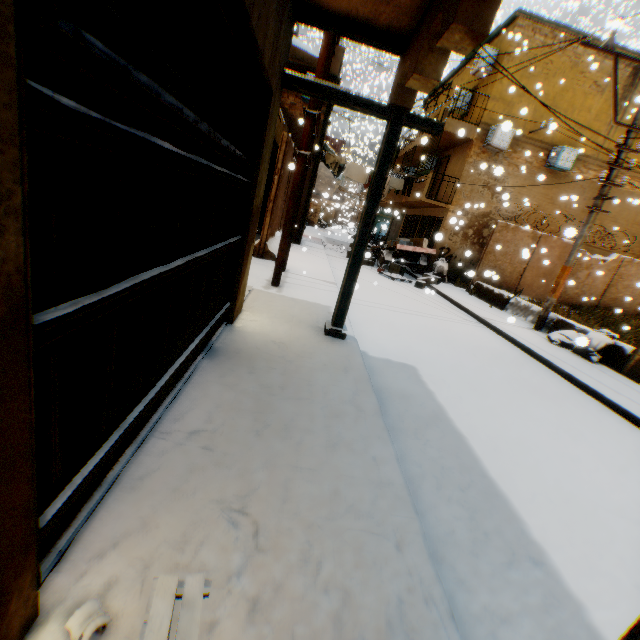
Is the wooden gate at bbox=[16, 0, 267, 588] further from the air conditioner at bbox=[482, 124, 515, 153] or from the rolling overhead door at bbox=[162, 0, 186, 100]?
the air conditioner at bbox=[482, 124, 515, 153]

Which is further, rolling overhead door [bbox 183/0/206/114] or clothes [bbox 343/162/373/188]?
clothes [bbox 343/162/373/188]

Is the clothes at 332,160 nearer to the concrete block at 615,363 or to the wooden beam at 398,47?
the wooden beam at 398,47

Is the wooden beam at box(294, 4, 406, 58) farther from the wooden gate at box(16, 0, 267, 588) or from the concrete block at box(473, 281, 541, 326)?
the concrete block at box(473, 281, 541, 326)

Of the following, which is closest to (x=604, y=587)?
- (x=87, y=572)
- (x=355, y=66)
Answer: (x=87, y=572)

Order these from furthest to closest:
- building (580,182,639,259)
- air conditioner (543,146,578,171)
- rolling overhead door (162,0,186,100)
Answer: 1. building (580,182,639,259)
2. air conditioner (543,146,578,171)
3. rolling overhead door (162,0,186,100)

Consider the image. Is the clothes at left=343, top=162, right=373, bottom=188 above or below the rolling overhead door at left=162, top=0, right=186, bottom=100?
above

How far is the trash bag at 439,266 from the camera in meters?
15.6
